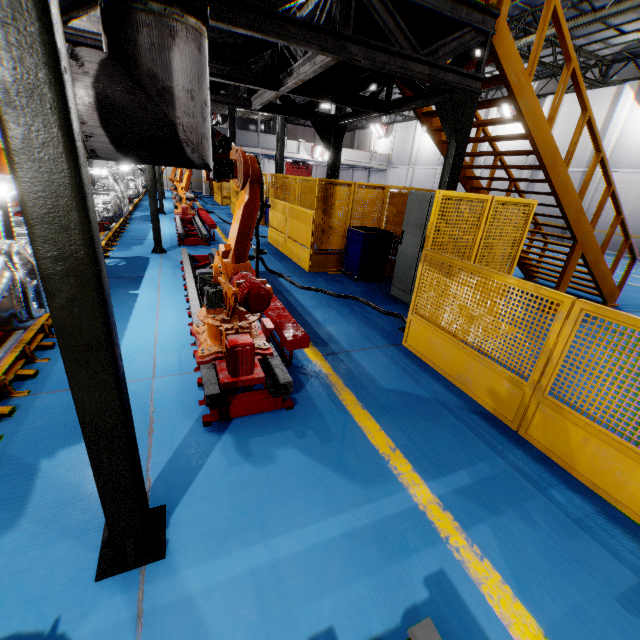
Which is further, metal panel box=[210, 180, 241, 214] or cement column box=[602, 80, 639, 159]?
metal panel box=[210, 180, 241, 214]

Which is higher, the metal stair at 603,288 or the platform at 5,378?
the metal stair at 603,288

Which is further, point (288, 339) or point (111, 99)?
point (288, 339)

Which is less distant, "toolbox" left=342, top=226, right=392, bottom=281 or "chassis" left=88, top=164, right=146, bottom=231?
"toolbox" left=342, top=226, right=392, bottom=281

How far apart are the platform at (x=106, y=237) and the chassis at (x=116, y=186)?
0.01m

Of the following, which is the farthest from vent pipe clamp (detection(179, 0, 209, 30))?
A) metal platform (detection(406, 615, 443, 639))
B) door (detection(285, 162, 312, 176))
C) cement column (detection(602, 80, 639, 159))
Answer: door (detection(285, 162, 312, 176))

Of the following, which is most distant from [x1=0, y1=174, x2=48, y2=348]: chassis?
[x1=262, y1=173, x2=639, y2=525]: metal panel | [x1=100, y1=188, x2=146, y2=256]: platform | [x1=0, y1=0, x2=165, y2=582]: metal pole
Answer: [x1=262, y1=173, x2=639, y2=525]: metal panel

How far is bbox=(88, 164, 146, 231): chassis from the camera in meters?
9.4
